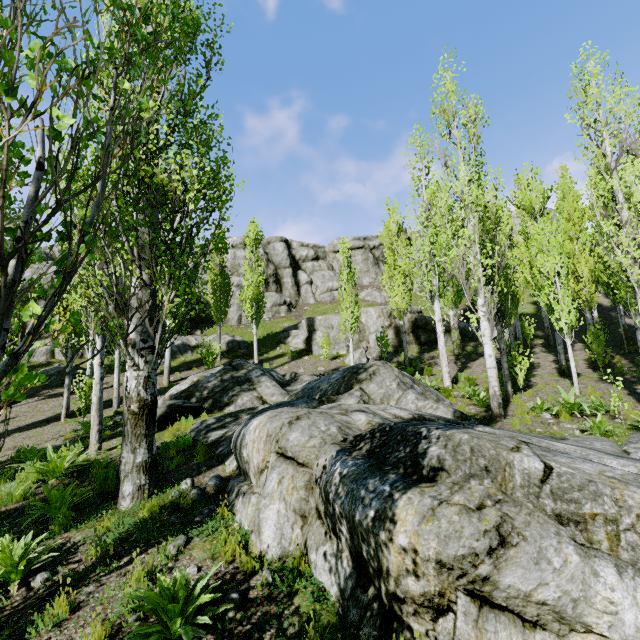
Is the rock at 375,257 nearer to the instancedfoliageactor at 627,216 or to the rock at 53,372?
the instancedfoliageactor at 627,216

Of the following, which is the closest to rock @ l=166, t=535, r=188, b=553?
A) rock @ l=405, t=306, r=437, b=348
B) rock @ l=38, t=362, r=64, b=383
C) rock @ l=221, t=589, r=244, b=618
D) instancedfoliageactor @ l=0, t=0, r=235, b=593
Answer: instancedfoliageactor @ l=0, t=0, r=235, b=593

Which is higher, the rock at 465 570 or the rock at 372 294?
the rock at 372 294

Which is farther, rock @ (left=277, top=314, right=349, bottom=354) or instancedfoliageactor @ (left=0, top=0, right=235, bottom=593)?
rock @ (left=277, top=314, right=349, bottom=354)

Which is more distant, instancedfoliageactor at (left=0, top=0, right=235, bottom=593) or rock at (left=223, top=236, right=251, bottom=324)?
rock at (left=223, top=236, right=251, bottom=324)

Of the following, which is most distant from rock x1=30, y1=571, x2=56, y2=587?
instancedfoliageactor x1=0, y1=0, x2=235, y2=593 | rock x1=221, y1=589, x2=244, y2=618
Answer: rock x1=221, y1=589, x2=244, y2=618

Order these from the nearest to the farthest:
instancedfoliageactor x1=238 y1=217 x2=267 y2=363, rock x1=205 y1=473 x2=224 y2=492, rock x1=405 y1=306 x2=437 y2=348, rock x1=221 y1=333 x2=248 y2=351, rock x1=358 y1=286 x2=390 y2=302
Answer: rock x1=205 y1=473 x2=224 y2=492, instancedfoliageactor x1=238 y1=217 x2=267 y2=363, rock x1=405 y1=306 x2=437 y2=348, rock x1=221 y1=333 x2=248 y2=351, rock x1=358 y1=286 x2=390 y2=302

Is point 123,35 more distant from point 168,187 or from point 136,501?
point 136,501
